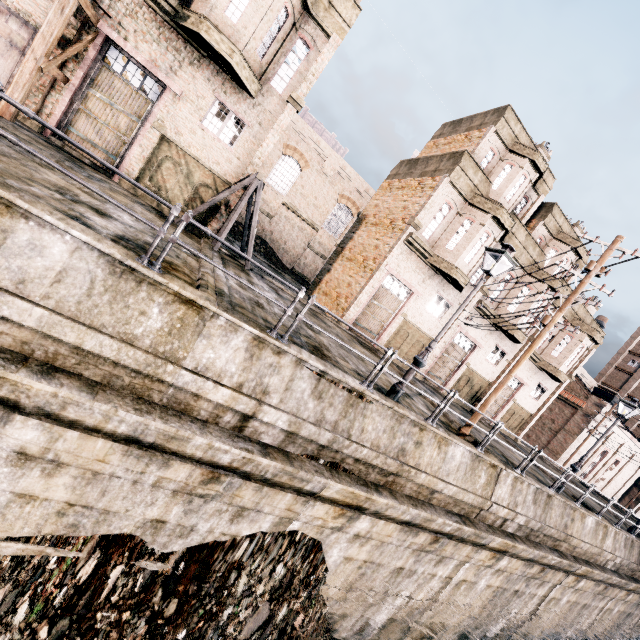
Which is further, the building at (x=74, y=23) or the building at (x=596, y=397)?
the building at (x=596, y=397)

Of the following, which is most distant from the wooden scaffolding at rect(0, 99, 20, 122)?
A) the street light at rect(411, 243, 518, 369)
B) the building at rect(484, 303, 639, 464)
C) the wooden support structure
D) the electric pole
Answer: the building at rect(484, 303, 639, 464)

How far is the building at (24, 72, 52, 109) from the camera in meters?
11.9 m

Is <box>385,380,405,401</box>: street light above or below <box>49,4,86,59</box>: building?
below

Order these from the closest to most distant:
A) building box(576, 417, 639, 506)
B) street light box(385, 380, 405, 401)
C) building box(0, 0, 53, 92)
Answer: street light box(385, 380, 405, 401)
building box(0, 0, 53, 92)
building box(576, 417, 639, 506)

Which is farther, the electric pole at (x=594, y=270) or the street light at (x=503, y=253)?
the electric pole at (x=594, y=270)

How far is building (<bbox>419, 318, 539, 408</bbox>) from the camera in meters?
23.2 m

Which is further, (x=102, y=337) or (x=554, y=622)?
(x=554, y=622)
